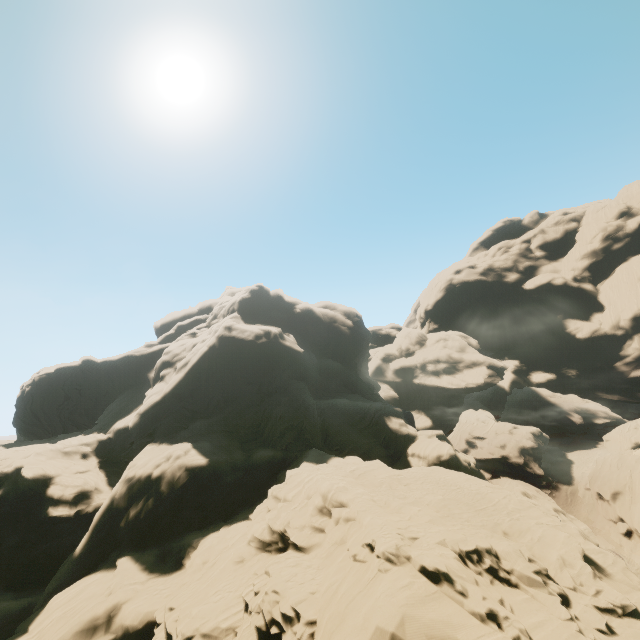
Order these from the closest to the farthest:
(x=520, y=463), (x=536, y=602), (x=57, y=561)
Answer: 1. (x=536, y=602)
2. (x=57, y=561)
3. (x=520, y=463)

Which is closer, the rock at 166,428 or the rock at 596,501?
the rock at 166,428

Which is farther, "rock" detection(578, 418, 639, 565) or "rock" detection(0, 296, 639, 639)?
"rock" detection(578, 418, 639, 565)
